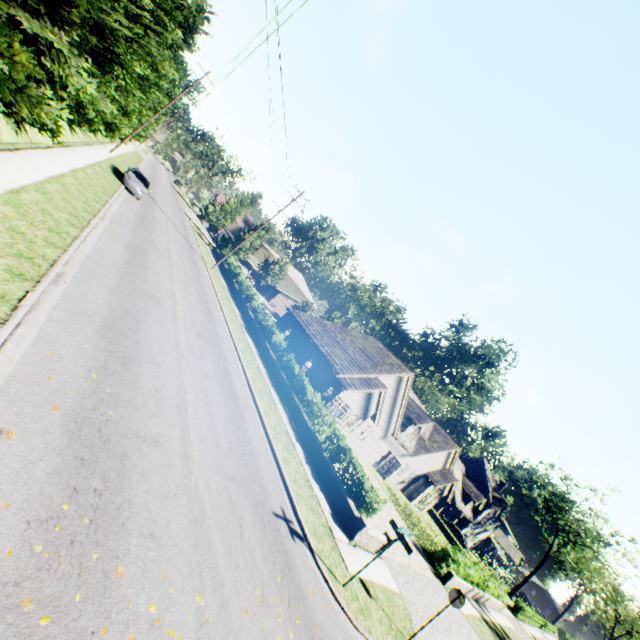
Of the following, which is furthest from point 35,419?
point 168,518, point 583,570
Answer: point 583,570

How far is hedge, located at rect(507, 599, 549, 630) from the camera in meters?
39.4

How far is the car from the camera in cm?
2378

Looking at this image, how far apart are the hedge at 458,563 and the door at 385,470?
7.5m

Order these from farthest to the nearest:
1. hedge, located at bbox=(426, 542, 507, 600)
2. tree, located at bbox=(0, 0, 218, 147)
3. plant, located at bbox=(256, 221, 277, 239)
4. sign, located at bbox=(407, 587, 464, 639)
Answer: plant, located at bbox=(256, 221, 277, 239) → hedge, located at bbox=(426, 542, 507, 600) → sign, located at bbox=(407, 587, 464, 639) → tree, located at bbox=(0, 0, 218, 147)

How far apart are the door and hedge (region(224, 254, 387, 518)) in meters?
14.4 m

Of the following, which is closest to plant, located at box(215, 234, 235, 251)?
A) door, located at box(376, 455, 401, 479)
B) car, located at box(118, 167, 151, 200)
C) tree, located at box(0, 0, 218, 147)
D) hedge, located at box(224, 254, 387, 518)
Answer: tree, located at box(0, 0, 218, 147)

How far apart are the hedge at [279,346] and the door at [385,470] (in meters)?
14.36
